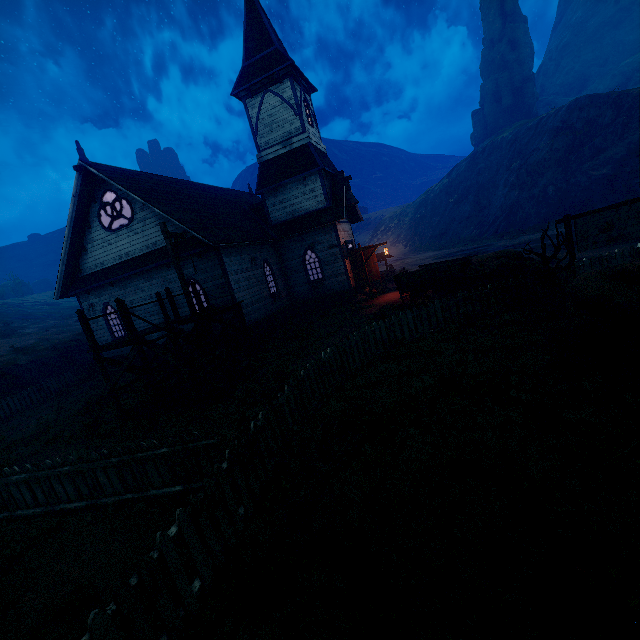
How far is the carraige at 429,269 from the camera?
12.2m

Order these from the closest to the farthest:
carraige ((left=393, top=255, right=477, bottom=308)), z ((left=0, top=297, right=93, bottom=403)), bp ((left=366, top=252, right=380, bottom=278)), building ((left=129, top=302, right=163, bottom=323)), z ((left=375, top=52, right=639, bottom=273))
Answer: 1. carraige ((left=393, top=255, right=477, bottom=308))
2. building ((left=129, top=302, right=163, bottom=323))
3. z ((left=0, top=297, right=93, bottom=403))
4. bp ((left=366, top=252, right=380, bottom=278))
5. z ((left=375, top=52, right=639, bottom=273))

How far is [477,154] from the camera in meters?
53.1

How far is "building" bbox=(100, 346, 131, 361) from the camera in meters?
18.0 m

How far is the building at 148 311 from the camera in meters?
16.6

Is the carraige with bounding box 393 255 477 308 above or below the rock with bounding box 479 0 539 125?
below

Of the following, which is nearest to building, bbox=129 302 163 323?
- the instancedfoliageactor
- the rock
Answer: the instancedfoliageactor

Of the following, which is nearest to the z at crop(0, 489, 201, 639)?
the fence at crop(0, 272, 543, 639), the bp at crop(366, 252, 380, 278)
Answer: the fence at crop(0, 272, 543, 639)
